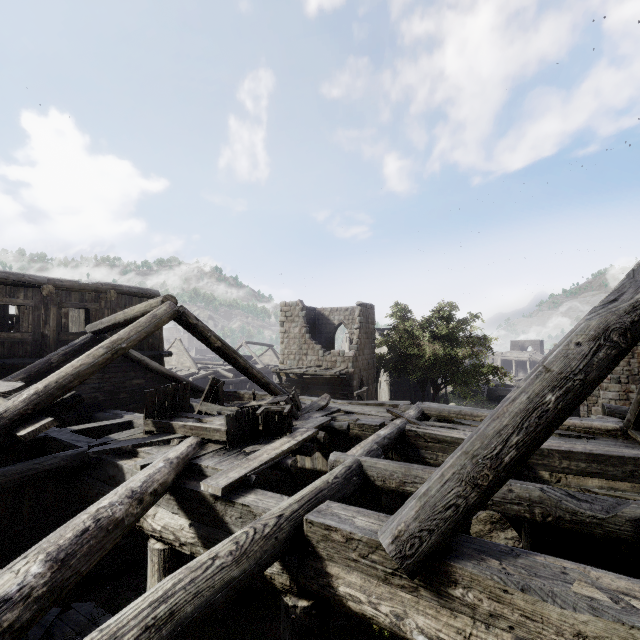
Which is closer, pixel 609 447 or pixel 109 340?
pixel 609 447

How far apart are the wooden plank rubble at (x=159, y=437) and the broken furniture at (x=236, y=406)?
0.0m

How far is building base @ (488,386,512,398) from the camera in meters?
43.6

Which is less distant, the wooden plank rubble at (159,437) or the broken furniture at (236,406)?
the wooden plank rubble at (159,437)

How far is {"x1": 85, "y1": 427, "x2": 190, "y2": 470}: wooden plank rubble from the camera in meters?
5.2 m

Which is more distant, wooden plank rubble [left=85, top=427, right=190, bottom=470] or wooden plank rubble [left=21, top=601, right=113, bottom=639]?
wooden plank rubble [left=21, top=601, right=113, bottom=639]

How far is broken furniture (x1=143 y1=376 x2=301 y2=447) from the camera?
5.8m

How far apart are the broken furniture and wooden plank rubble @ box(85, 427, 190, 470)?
0.01m
